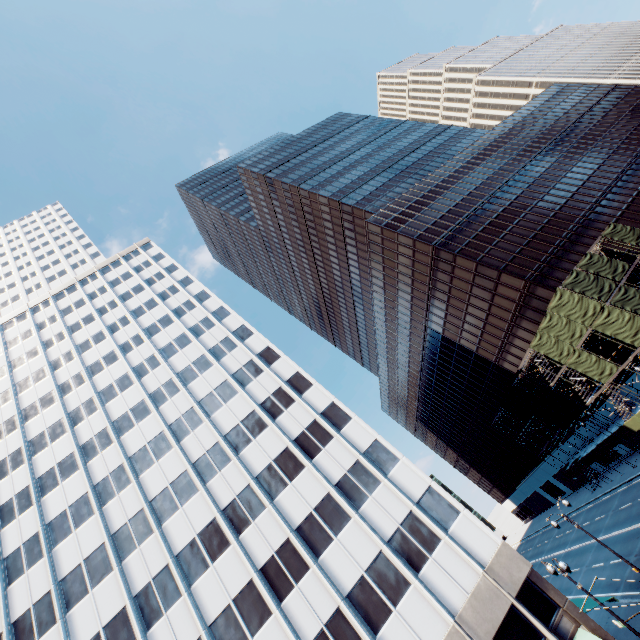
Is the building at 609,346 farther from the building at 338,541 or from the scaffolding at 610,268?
the building at 338,541

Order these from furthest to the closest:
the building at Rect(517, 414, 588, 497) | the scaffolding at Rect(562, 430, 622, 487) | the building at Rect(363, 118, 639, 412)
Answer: the building at Rect(517, 414, 588, 497), the building at Rect(363, 118, 639, 412), the scaffolding at Rect(562, 430, 622, 487)

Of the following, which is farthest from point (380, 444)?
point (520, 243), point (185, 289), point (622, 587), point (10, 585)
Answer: point (185, 289)

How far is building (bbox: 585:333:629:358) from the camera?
35.6m

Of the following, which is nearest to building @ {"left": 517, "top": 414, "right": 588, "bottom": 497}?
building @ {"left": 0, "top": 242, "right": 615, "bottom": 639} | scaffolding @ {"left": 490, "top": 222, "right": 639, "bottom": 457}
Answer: scaffolding @ {"left": 490, "top": 222, "right": 639, "bottom": 457}

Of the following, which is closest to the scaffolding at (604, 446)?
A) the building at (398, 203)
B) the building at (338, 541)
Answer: the building at (398, 203)
